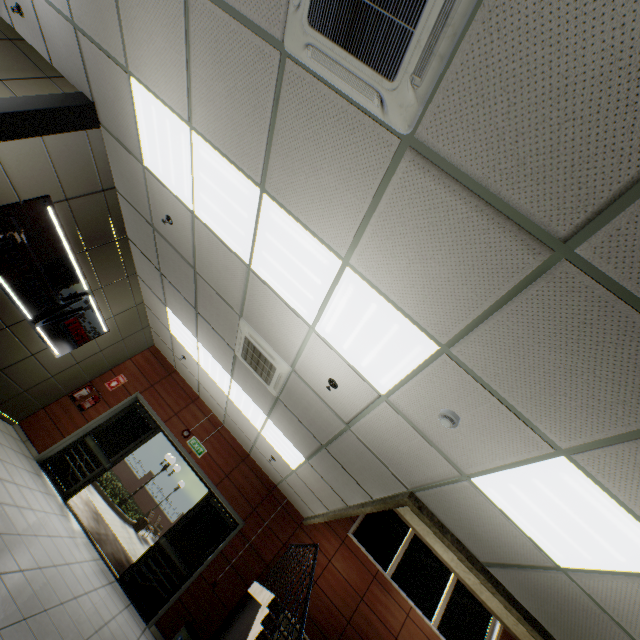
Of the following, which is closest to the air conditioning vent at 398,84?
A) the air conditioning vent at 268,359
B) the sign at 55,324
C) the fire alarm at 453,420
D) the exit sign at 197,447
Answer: the fire alarm at 453,420

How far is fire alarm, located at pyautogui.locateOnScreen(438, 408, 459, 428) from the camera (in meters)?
2.58

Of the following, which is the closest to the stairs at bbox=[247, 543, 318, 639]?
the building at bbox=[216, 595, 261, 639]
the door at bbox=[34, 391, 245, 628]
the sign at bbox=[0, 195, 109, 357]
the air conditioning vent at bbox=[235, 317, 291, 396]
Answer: the building at bbox=[216, 595, 261, 639]

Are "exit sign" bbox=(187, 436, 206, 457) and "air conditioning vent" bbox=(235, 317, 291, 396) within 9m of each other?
yes

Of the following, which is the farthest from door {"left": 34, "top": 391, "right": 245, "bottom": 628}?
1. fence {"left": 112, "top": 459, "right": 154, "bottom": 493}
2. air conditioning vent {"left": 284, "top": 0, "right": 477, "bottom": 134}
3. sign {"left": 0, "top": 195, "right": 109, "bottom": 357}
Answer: fence {"left": 112, "top": 459, "right": 154, "bottom": 493}

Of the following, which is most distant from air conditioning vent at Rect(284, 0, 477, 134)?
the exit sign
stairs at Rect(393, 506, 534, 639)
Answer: the exit sign

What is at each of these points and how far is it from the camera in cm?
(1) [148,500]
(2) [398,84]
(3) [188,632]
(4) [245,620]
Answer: (1) fence, 2623
(2) air conditioning vent, 162
(3) garbage can, 565
(4) building, 548

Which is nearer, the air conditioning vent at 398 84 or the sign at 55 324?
the air conditioning vent at 398 84
